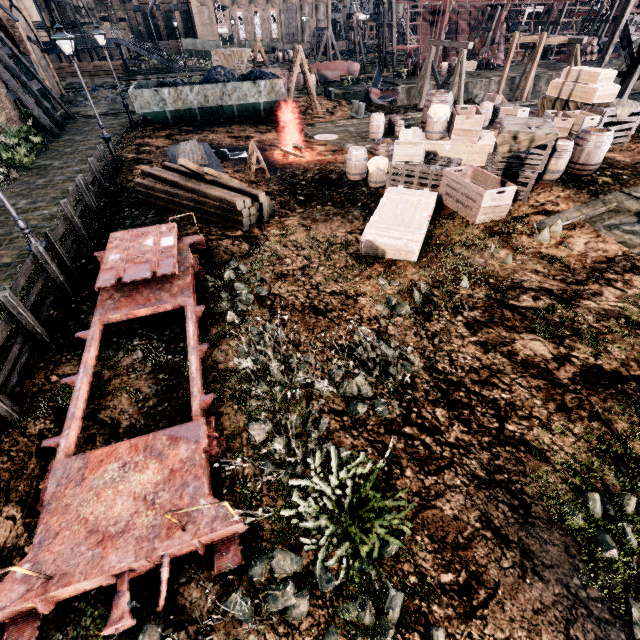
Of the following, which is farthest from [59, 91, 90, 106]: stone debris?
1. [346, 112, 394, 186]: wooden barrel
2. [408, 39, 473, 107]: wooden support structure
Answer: [346, 112, 394, 186]: wooden barrel

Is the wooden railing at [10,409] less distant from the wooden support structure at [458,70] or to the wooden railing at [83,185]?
the wooden railing at [83,185]

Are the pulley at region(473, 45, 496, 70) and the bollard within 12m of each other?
no

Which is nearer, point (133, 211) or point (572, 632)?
point (572, 632)

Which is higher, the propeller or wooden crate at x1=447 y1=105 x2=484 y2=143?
wooden crate at x1=447 y1=105 x2=484 y2=143

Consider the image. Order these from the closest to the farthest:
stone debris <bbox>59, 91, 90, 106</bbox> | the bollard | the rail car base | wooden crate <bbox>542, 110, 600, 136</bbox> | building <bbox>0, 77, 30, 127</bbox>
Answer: the rail car base
wooden crate <bbox>542, 110, 600, 136</bbox>
building <bbox>0, 77, 30, 127</bbox>
the bollard
stone debris <bbox>59, 91, 90, 106</bbox>

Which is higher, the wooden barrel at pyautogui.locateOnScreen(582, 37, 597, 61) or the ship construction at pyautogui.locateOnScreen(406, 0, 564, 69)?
the ship construction at pyautogui.locateOnScreen(406, 0, 564, 69)

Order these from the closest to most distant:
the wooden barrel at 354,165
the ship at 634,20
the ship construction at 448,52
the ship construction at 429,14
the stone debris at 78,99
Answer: the wooden barrel at 354,165, the stone debris at 78,99, the ship construction at 429,14, the ship construction at 448,52, the ship at 634,20
